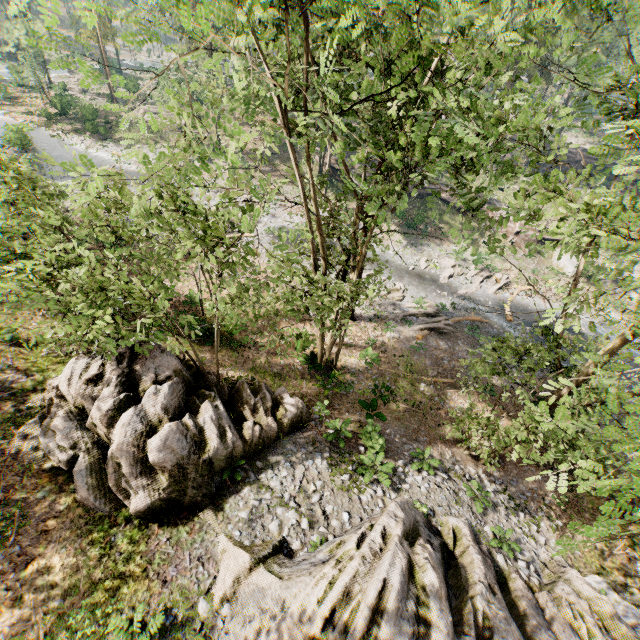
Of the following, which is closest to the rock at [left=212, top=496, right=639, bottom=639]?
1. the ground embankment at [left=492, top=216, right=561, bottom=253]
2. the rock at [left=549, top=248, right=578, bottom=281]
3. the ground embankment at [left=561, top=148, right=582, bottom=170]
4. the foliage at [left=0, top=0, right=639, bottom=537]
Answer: the foliage at [left=0, top=0, right=639, bottom=537]

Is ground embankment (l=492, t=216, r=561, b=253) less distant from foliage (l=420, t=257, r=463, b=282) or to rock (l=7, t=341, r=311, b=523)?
foliage (l=420, t=257, r=463, b=282)

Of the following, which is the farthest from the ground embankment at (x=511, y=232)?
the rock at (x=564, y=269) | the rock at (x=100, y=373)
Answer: the rock at (x=100, y=373)

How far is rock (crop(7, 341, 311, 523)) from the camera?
9.69m

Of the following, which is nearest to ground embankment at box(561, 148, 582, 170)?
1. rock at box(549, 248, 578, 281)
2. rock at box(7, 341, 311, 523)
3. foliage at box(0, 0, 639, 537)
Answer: foliage at box(0, 0, 639, 537)

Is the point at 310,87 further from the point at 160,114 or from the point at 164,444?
the point at 164,444

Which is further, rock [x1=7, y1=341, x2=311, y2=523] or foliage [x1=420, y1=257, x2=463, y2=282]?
foliage [x1=420, y1=257, x2=463, y2=282]

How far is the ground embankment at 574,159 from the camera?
45.7 meters
